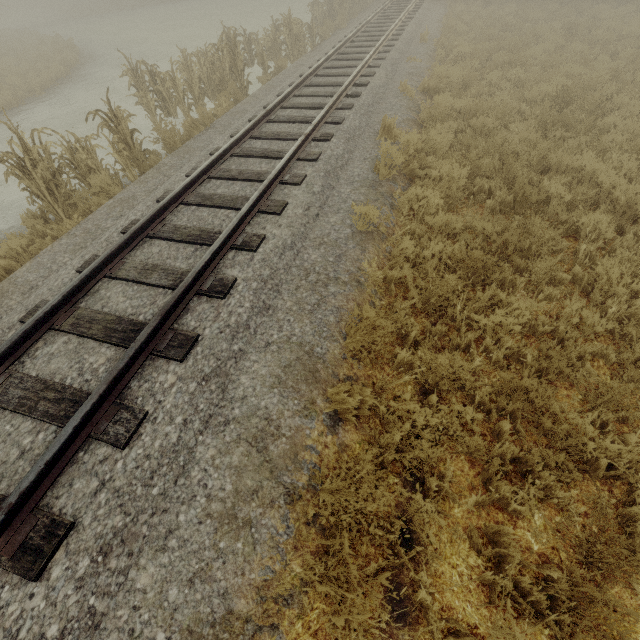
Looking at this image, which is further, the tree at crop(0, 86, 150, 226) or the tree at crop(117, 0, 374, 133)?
the tree at crop(117, 0, 374, 133)

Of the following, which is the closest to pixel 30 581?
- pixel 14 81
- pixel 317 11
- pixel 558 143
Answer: pixel 558 143

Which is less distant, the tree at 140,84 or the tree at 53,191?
the tree at 53,191
